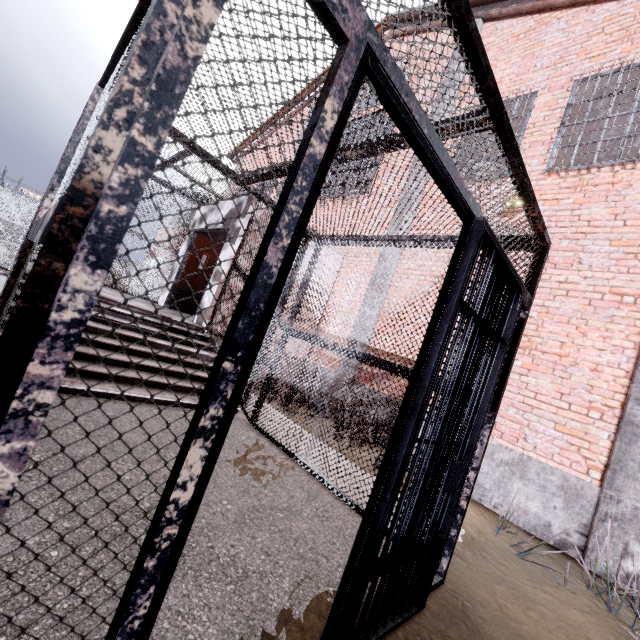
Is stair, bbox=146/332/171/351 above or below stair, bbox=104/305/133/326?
below

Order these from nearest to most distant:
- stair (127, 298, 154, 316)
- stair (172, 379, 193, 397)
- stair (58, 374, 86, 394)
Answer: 1. stair (58, 374, 86, 394)
2. stair (172, 379, 193, 397)
3. stair (127, 298, 154, 316)

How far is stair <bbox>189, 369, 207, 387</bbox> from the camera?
4.98m

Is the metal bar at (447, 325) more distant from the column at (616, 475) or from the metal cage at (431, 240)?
the column at (616, 475)

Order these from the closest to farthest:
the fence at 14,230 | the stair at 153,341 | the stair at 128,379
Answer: the stair at 128,379
the stair at 153,341
the fence at 14,230

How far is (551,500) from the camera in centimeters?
455cm

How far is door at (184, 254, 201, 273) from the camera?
8.59m
